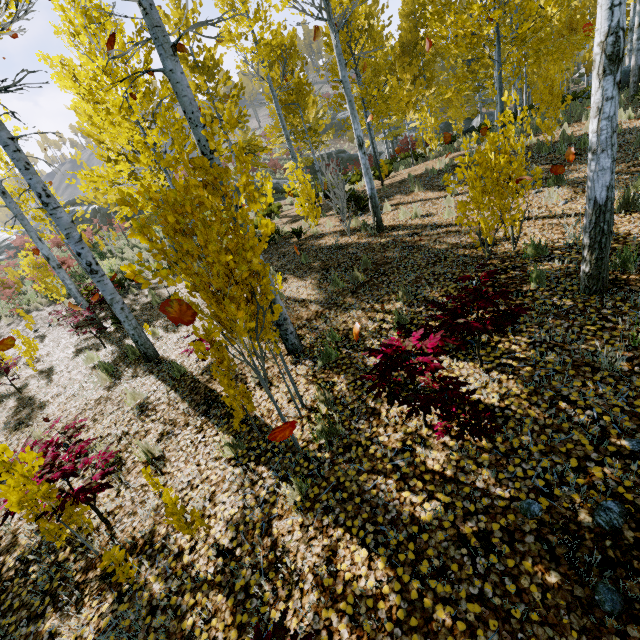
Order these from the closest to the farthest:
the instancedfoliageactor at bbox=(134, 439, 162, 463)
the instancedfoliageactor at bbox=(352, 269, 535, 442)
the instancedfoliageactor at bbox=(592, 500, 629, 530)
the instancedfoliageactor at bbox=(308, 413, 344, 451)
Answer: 1. the instancedfoliageactor at bbox=(592, 500, 629, 530)
2. the instancedfoliageactor at bbox=(352, 269, 535, 442)
3. the instancedfoliageactor at bbox=(308, 413, 344, 451)
4. the instancedfoliageactor at bbox=(134, 439, 162, 463)

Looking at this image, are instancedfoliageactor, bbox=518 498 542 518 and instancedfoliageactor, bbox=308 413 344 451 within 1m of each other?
no

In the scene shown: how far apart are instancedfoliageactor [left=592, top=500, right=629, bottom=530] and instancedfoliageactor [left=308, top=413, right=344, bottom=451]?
2.2m

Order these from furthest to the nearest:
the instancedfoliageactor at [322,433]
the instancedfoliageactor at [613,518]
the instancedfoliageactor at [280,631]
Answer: the instancedfoliageactor at [322,433] → the instancedfoliageactor at [613,518] → the instancedfoliageactor at [280,631]

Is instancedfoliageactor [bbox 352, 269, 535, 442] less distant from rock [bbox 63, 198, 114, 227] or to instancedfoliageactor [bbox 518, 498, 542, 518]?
instancedfoliageactor [bbox 518, 498, 542, 518]

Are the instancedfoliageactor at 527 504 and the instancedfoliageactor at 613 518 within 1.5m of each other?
yes

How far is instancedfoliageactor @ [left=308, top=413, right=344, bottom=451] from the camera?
3.5m

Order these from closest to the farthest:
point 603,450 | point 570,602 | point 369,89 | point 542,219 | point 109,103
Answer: point 570,602 < point 603,450 < point 542,219 < point 109,103 < point 369,89
